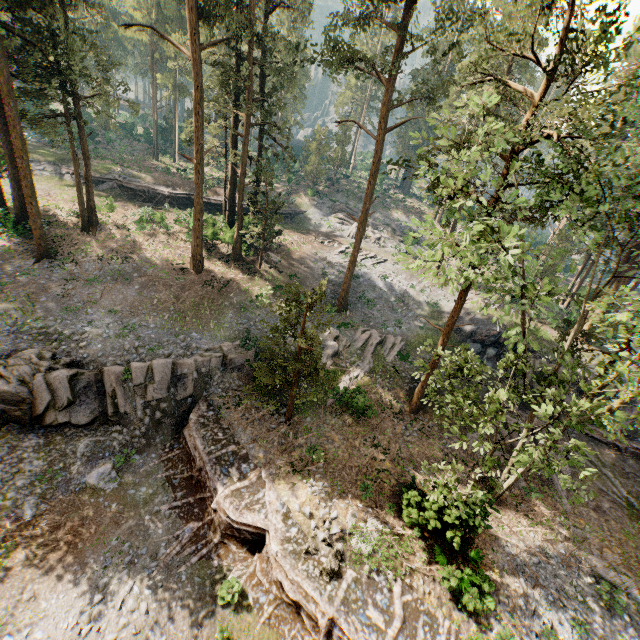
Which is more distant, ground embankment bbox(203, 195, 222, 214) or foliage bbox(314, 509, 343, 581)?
ground embankment bbox(203, 195, 222, 214)

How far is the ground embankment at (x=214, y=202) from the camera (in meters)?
40.00

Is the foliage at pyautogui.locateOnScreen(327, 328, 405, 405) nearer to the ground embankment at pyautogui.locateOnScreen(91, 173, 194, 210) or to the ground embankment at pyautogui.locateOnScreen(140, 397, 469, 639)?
the ground embankment at pyautogui.locateOnScreen(140, 397, 469, 639)

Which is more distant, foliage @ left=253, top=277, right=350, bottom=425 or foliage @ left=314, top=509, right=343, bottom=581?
foliage @ left=253, top=277, right=350, bottom=425

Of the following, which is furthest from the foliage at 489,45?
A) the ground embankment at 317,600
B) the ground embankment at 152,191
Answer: the ground embankment at 152,191

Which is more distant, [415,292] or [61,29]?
[415,292]

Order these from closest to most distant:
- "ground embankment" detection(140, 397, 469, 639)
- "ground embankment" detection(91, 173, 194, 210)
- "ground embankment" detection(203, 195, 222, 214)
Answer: "ground embankment" detection(140, 397, 469, 639) → "ground embankment" detection(91, 173, 194, 210) → "ground embankment" detection(203, 195, 222, 214)
